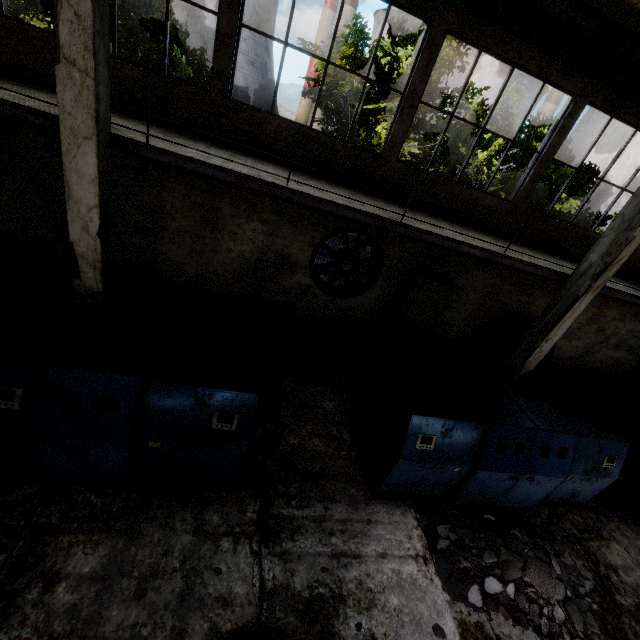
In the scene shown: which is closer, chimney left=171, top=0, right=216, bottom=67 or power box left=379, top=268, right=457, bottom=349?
power box left=379, top=268, right=457, bottom=349

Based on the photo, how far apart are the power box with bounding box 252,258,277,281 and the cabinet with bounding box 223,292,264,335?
2.21m

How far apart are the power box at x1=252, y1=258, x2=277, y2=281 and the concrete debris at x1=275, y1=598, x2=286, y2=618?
6.95m

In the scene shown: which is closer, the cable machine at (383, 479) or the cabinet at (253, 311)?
the cable machine at (383, 479)

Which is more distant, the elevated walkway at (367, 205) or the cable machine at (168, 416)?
the elevated walkway at (367, 205)

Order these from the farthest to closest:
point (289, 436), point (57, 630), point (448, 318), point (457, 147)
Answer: point (457, 147) < point (448, 318) < point (289, 436) < point (57, 630)

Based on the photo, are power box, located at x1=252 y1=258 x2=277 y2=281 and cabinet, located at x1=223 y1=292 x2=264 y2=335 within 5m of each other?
yes

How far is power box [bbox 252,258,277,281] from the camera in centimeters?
895cm
